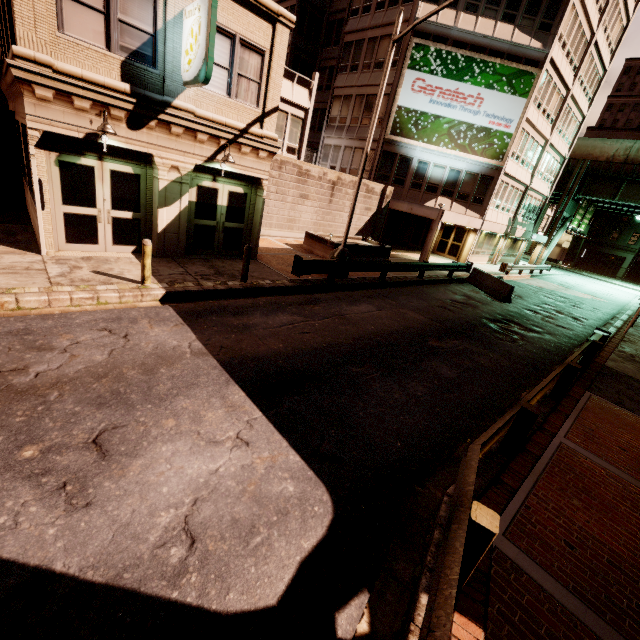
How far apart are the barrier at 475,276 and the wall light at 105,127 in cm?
1806

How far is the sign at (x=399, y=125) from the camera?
22.2m

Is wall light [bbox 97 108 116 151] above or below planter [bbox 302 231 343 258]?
above

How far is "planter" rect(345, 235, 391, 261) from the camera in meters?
17.6 m

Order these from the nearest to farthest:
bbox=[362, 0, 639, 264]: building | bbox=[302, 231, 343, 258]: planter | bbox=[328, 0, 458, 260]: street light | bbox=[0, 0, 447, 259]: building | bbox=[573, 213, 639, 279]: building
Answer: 1. bbox=[0, 0, 447, 259]: building
2. bbox=[328, 0, 458, 260]: street light
3. bbox=[302, 231, 343, 258]: planter
4. bbox=[362, 0, 639, 264]: building
5. bbox=[573, 213, 639, 279]: building

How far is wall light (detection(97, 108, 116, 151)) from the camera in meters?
8.4 m

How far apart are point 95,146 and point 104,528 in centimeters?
1018cm
